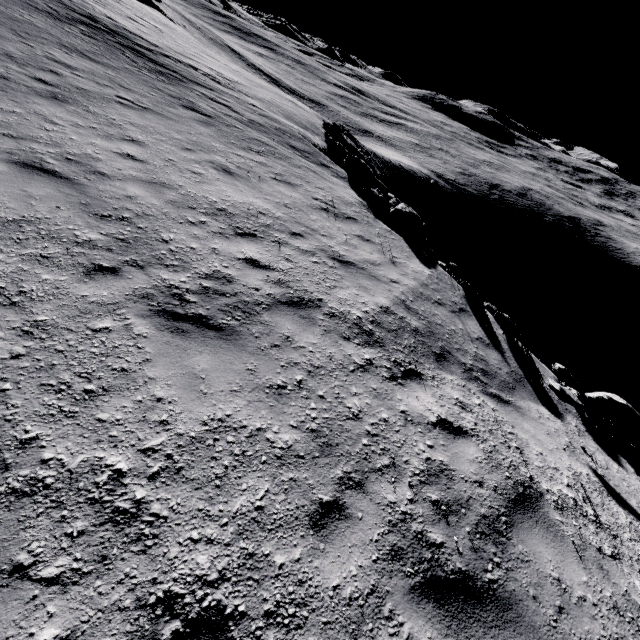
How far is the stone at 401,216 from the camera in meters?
11.2

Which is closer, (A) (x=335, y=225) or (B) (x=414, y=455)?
(B) (x=414, y=455)

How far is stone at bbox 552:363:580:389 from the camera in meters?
7.9 m

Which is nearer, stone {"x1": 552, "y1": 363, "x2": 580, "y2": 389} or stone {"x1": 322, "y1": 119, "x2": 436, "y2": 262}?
stone {"x1": 552, "y1": 363, "x2": 580, "y2": 389}

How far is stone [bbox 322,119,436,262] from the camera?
11.2m

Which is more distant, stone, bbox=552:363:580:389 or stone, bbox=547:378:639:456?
stone, bbox=552:363:580:389

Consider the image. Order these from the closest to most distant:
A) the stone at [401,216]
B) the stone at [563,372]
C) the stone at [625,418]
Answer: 1. the stone at [625,418]
2. the stone at [563,372]
3. the stone at [401,216]

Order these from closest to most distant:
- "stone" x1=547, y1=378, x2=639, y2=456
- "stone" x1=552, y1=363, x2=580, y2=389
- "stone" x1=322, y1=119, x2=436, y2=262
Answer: "stone" x1=547, y1=378, x2=639, y2=456 < "stone" x1=552, y1=363, x2=580, y2=389 < "stone" x1=322, y1=119, x2=436, y2=262
